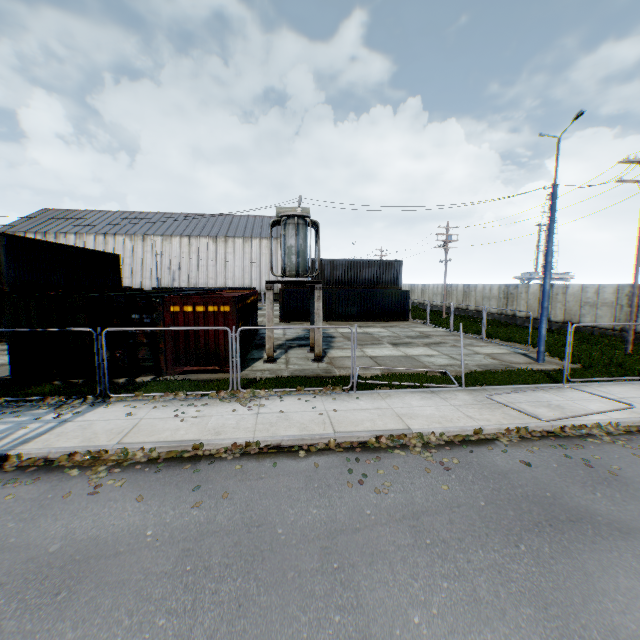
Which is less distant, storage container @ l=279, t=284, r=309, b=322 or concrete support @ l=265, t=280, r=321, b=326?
concrete support @ l=265, t=280, r=321, b=326

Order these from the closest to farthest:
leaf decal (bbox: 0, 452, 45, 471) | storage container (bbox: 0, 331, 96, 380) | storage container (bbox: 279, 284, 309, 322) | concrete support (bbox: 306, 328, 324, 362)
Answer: leaf decal (bbox: 0, 452, 45, 471)
storage container (bbox: 0, 331, 96, 380)
concrete support (bbox: 306, 328, 324, 362)
storage container (bbox: 279, 284, 309, 322)

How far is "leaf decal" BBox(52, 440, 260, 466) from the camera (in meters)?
6.67

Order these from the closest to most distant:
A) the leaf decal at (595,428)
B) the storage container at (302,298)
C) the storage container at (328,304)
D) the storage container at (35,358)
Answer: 1. the leaf decal at (595,428)
2. the storage container at (35,358)
3. the storage container at (302,298)
4. the storage container at (328,304)

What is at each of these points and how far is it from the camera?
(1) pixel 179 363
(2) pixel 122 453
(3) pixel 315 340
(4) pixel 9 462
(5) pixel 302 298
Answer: (1) storage container, 12.12m
(2) leaf decal, 6.83m
(3) concrete support, 14.35m
(4) leaf decal, 6.53m
(5) storage container, 29.11m

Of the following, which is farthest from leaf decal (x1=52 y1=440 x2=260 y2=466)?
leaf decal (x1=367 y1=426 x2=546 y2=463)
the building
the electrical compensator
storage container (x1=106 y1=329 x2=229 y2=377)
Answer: the building

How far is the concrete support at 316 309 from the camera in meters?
13.9

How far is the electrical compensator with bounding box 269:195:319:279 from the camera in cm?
1373
